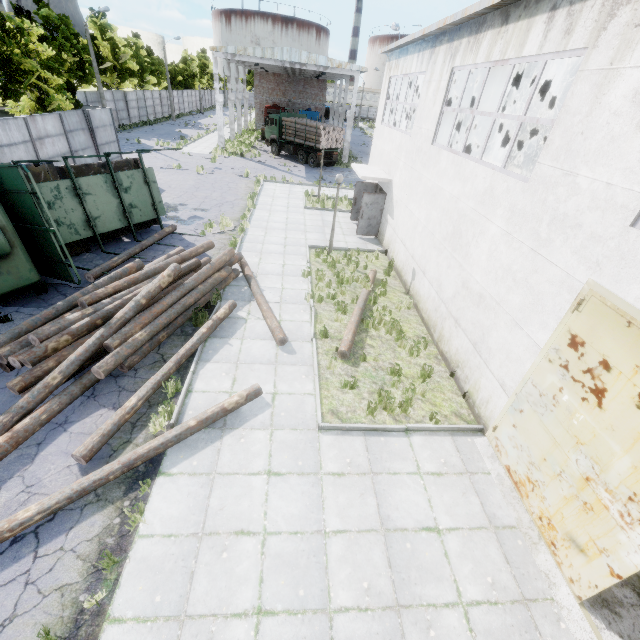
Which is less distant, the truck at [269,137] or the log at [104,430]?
the log at [104,430]

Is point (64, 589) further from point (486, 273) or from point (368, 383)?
point (486, 273)

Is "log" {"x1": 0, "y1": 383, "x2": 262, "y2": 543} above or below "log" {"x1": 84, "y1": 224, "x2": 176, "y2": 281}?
below

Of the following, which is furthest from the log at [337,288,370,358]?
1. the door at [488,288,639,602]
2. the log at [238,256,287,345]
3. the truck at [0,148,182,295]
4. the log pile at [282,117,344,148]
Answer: the log pile at [282,117,344,148]

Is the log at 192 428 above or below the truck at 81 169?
below

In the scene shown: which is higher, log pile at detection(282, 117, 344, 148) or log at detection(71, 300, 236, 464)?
log pile at detection(282, 117, 344, 148)

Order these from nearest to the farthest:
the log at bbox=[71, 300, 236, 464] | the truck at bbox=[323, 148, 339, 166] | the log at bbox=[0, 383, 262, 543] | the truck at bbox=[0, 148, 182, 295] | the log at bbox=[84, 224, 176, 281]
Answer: the log at bbox=[0, 383, 262, 543], the log at bbox=[71, 300, 236, 464], the truck at bbox=[0, 148, 182, 295], the log at bbox=[84, 224, 176, 281], the truck at bbox=[323, 148, 339, 166]

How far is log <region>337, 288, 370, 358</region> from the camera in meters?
8.8
